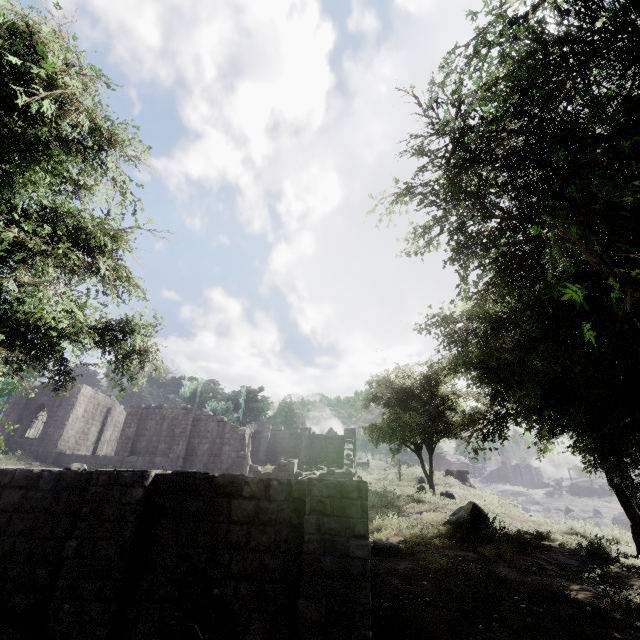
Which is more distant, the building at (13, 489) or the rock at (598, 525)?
the rock at (598, 525)

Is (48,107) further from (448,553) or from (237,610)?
(448,553)

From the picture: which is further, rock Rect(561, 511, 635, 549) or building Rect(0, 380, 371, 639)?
Result: rock Rect(561, 511, 635, 549)
